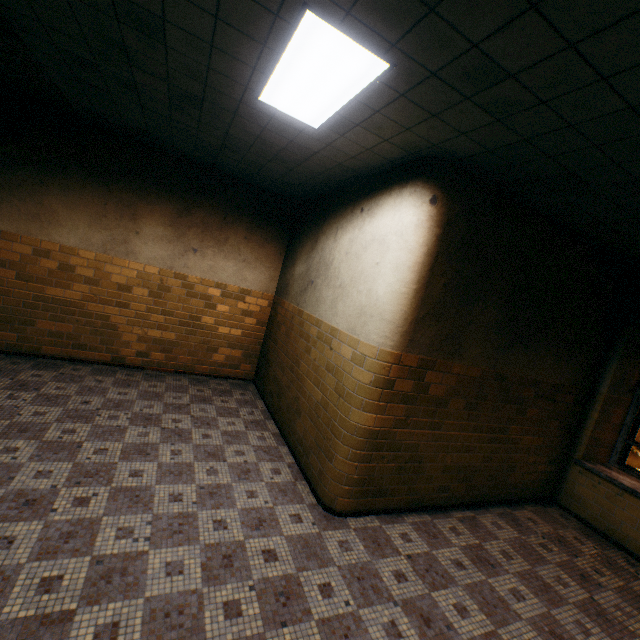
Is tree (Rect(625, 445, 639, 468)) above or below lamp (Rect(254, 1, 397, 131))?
below

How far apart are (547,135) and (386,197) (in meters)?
1.61

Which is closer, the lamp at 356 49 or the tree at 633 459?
the lamp at 356 49

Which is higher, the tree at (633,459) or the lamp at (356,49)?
the lamp at (356,49)

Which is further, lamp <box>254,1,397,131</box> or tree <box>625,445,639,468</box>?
tree <box>625,445,639,468</box>
